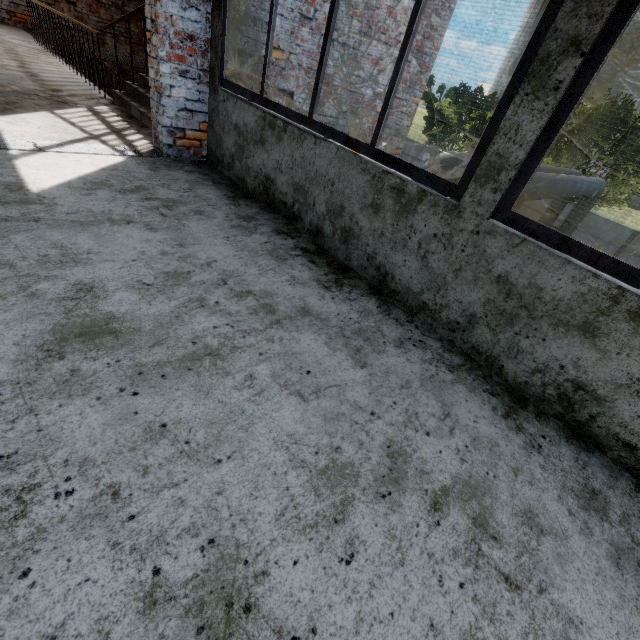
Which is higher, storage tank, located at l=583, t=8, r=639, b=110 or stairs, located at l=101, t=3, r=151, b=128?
storage tank, located at l=583, t=8, r=639, b=110

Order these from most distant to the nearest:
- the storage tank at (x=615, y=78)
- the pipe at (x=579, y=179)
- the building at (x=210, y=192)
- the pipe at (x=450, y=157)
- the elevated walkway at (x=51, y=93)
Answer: the storage tank at (x=615, y=78), the pipe at (x=579, y=179), the pipe at (x=450, y=157), the elevated walkway at (x=51, y=93), the building at (x=210, y=192)

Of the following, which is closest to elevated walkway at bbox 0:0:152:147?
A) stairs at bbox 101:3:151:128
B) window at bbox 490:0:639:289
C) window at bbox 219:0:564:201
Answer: stairs at bbox 101:3:151:128

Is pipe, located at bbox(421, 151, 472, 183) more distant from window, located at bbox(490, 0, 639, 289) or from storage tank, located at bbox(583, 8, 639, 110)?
storage tank, located at bbox(583, 8, 639, 110)

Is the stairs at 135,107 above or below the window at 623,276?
below

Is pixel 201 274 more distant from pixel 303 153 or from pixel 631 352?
pixel 631 352

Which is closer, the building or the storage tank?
the building

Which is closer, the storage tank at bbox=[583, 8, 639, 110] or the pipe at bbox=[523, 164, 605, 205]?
the pipe at bbox=[523, 164, 605, 205]
